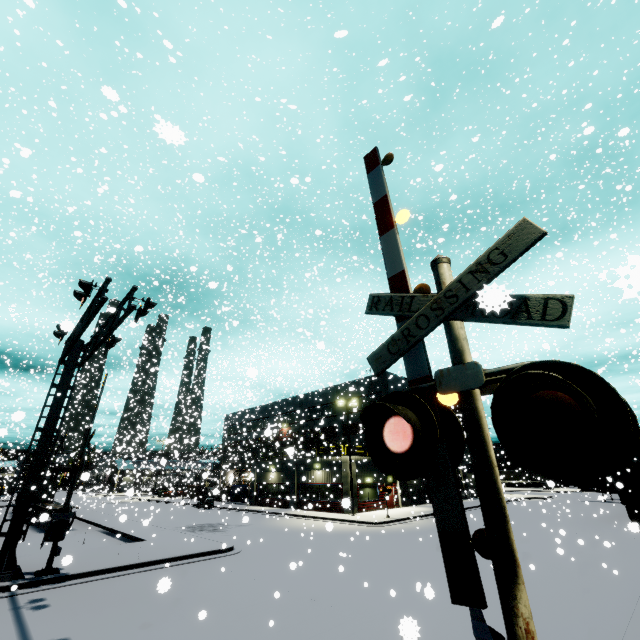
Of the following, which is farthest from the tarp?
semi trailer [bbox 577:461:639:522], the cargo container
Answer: the cargo container

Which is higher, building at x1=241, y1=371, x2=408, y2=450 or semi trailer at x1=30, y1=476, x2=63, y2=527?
building at x1=241, y1=371, x2=408, y2=450

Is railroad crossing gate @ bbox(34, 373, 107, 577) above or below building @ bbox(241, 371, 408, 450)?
below

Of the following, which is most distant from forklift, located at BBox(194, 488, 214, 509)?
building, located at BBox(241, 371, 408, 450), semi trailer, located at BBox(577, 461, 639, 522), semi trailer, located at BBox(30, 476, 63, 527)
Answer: semi trailer, located at BBox(577, 461, 639, 522)

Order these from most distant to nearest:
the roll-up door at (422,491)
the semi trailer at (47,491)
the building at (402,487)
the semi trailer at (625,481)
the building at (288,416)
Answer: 1. the building at (288,416)
2. the roll-up door at (422,491)
3. the building at (402,487)
4. the semi trailer at (625,481)
5. the semi trailer at (47,491)

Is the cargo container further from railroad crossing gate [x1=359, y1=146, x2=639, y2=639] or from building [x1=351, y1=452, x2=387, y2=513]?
railroad crossing gate [x1=359, y1=146, x2=639, y2=639]

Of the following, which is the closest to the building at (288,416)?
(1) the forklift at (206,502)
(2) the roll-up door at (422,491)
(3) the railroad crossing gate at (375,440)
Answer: (2) the roll-up door at (422,491)

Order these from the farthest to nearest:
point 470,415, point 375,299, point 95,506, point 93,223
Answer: point 95,506 < point 93,223 < point 375,299 < point 470,415
